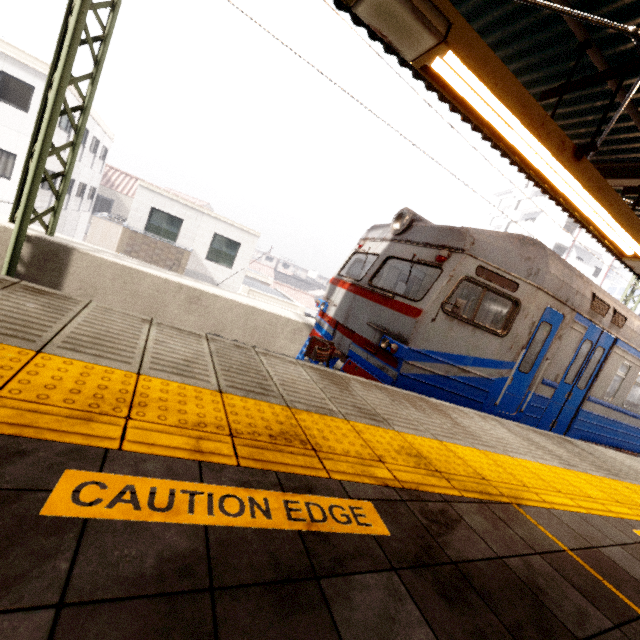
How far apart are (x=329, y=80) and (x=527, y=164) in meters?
3.0

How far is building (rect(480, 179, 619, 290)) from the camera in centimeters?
3506cm

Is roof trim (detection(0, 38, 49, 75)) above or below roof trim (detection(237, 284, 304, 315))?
above

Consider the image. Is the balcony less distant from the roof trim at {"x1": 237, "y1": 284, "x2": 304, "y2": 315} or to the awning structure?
the roof trim at {"x1": 237, "y1": 284, "x2": 304, "y2": 315}

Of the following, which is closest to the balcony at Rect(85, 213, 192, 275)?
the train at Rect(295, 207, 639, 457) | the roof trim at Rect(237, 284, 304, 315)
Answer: the roof trim at Rect(237, 284, 304, 315)

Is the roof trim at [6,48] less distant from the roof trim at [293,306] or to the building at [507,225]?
the roof trim at [293,306]

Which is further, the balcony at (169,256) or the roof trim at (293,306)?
the roof trim at (293,306)

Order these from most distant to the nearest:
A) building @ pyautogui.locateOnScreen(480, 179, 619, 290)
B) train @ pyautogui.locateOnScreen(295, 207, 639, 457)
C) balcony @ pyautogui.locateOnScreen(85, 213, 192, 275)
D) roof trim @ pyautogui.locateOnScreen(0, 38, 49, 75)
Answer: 1. building @ pyautogui.locateOnScreen(480, 179, 619, 290)
2. balcony @ pyautogui.locateOnScreen(85, 213, 192, 275)
3. roof trim @ pyautogui.locateOnScreen(0, 38, 49, 75)
4. train @ pyautogui.locateOnScreen(295, 207, 639, 457)
